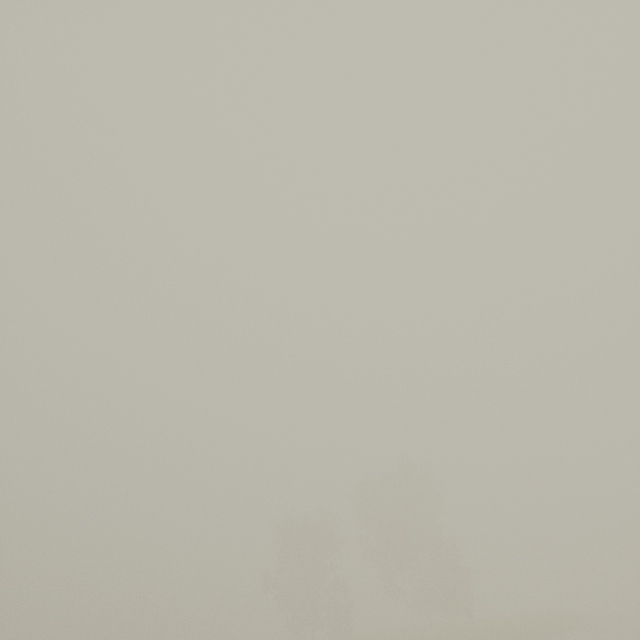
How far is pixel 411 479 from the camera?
43.41m
